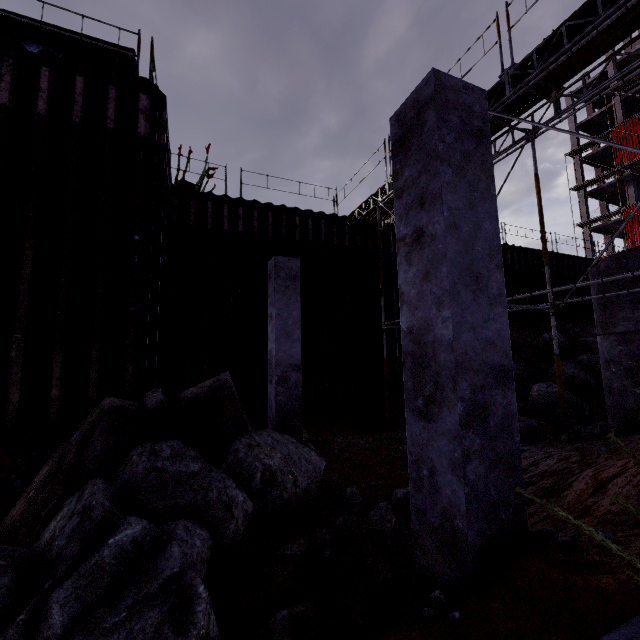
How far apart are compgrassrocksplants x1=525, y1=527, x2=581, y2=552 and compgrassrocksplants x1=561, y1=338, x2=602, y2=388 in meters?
10.9 m

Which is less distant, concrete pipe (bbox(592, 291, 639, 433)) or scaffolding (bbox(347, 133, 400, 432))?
concrete pipe (bbox(592, 291, 639, 433))

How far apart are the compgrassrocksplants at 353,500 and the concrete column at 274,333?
2.3m

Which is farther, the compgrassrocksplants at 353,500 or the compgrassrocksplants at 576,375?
the compgrassrocksplants at 576,375

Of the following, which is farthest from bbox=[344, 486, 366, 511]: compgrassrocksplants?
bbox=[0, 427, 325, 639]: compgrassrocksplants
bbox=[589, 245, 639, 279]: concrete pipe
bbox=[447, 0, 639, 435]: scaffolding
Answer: bbox=[589, 245, 639, 279]: concrete pipe

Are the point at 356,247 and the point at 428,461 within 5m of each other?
no

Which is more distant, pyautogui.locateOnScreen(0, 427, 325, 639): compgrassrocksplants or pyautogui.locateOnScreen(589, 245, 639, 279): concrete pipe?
pyautogui.locateOnScreen(589, 245, 639, 279): concrete pipe

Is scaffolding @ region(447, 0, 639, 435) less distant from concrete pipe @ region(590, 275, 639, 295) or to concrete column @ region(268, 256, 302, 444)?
concrete pipe @ region(590, 275, 639, 295)
